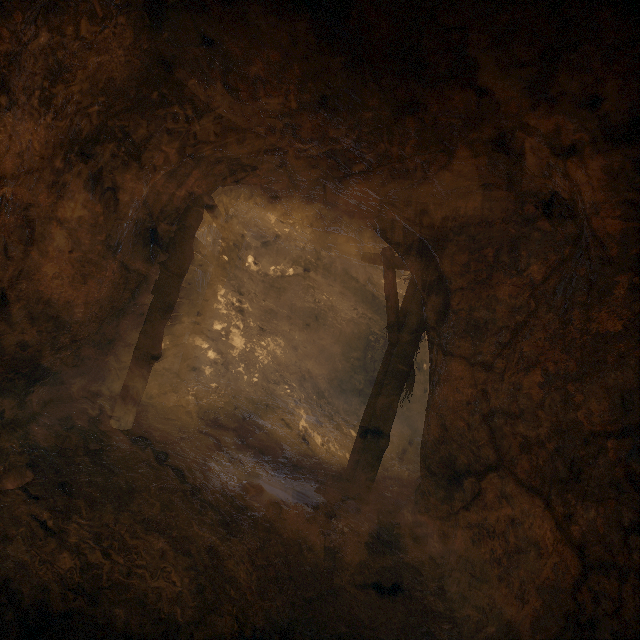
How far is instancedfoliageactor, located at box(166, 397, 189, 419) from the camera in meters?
6.0

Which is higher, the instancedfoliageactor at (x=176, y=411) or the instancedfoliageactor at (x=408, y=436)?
the instancedfoliageactor at (x=408, y=436)

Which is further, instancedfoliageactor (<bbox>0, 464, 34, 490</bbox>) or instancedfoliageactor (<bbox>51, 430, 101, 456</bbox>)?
instancedfoliageactor (<bbox>51, 430, 101, 456</bbox>)

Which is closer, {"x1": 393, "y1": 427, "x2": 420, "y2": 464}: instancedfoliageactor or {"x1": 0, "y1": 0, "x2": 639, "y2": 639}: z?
{"x1": 0, "y1": 0, "x2": 639, "y2": 639}: z

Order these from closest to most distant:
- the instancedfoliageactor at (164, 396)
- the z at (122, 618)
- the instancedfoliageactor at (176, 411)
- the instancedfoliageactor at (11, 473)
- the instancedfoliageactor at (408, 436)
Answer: the z at (122, 618) → the instancedfoliageactor at (11, 473) → the instancedfoliageactor at (176, 411) → the instancedfoliageactor at (164, 396) → the instancedfoliageactor at (408, 436)

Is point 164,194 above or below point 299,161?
below

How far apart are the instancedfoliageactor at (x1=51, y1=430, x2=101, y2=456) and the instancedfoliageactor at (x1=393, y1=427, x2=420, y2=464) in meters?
6.9 m

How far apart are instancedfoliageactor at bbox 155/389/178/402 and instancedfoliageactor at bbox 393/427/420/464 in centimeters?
574cm
